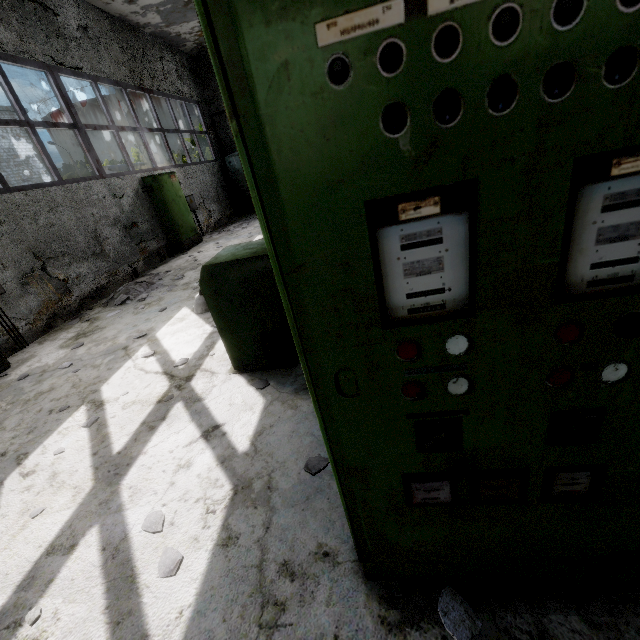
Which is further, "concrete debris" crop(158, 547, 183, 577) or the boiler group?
the boiler group

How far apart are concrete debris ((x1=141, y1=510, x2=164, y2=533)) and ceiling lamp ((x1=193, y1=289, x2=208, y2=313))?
3.7m

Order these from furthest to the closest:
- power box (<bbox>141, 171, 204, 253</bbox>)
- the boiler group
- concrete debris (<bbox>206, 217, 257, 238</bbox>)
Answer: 1. the boiler group
2. concrete debris (<bbox>206, 217, 257, 238</bbox>)
3. power box (<bbox>141, 171, 204, 253</bbox>)

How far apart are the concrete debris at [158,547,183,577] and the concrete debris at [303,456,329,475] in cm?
94

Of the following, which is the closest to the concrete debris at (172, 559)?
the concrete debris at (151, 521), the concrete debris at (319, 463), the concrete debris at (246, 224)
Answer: the concrete debris at (151, 521)

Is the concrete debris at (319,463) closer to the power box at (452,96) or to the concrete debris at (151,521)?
the power box at (452,96)

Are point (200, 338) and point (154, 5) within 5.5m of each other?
no

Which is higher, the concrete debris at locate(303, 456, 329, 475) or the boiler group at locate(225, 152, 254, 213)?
the boiler group at locate(225, 152, 254, 213)
